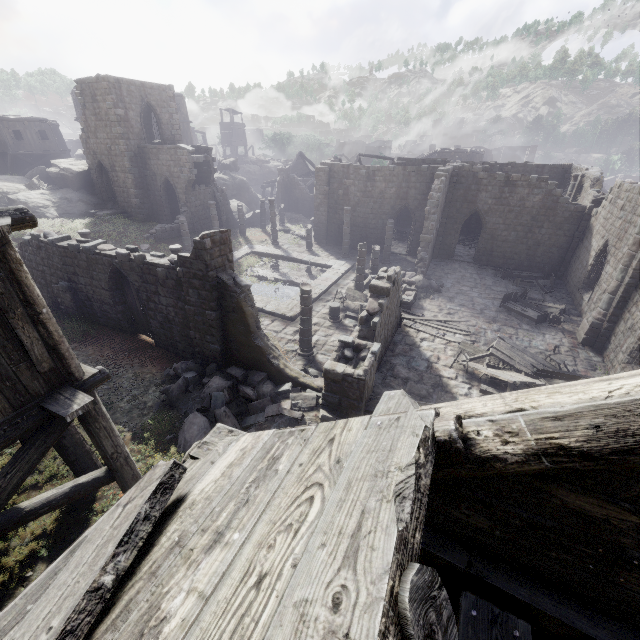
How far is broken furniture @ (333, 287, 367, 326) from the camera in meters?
16.8

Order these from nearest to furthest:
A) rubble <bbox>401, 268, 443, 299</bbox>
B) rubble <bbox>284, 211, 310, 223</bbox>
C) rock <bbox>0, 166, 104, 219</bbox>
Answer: rubble <bbox>401, 268, 443, 299</bbox>, rock <bbox>0, 166, 104, 219</bbox>, rubble <bbox>284, 211, 310, 223</bbox>

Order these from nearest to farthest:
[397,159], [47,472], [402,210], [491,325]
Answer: [47,472] → [491,325] → [397,159] → [402,210]

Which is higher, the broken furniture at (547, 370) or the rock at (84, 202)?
the rock at (84, 202)

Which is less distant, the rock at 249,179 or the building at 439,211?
the building at 439,211

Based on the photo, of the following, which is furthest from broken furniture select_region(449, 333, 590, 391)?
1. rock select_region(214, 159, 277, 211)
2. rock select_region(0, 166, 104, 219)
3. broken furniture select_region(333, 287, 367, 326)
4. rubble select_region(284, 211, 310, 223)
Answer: rock select_region(214, 159, 277, 211)

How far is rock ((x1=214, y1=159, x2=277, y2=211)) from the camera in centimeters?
4119cm

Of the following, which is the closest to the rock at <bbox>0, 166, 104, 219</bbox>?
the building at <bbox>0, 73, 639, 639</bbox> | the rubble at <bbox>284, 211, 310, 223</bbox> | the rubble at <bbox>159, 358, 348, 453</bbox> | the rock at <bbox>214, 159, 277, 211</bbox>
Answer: the building at <bbox>0, 73, 639, 639</bbox>
